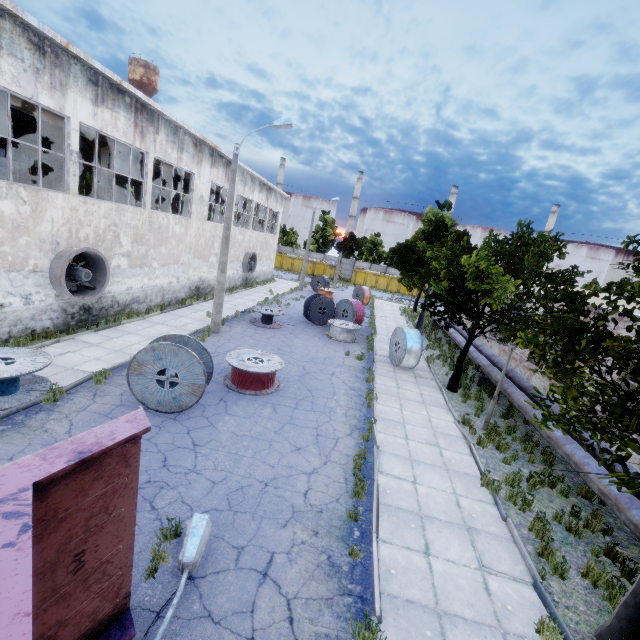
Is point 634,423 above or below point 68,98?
below

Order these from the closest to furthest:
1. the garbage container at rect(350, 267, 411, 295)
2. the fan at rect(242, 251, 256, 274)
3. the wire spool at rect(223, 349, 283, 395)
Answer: the wire spool at rect(223, 349, 283, 395), the fan at rect(242, 251, 256, 274), the garbage container at rect(350, 267, 411, 295)

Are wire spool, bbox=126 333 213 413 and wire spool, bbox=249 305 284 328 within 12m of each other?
yes

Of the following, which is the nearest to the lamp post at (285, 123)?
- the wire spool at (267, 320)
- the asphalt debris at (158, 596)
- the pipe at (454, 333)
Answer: the wire spool at (267, 320)

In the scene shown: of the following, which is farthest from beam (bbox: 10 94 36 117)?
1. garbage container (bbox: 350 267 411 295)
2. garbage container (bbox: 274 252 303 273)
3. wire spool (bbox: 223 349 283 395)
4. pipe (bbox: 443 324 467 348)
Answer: pipe (bbox: 443 324 467 348)

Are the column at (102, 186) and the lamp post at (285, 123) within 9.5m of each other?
yes

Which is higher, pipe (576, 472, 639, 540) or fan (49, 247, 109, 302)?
fan (49, 247, 109, 302)

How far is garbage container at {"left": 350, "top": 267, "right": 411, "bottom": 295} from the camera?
50.53m
